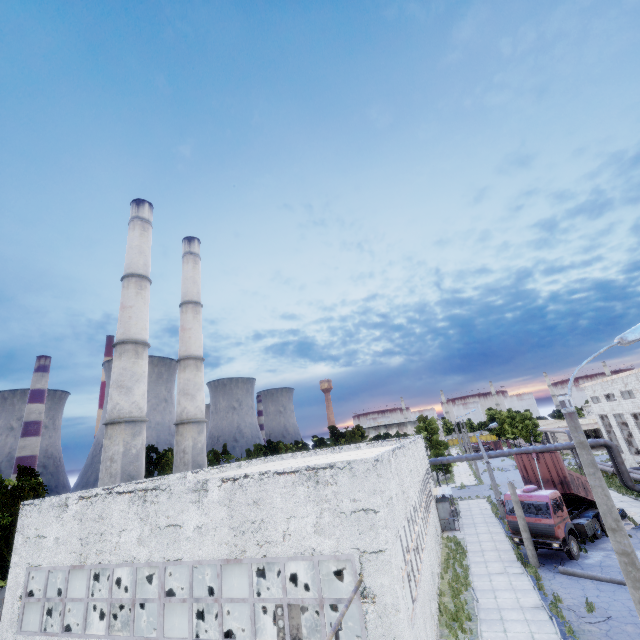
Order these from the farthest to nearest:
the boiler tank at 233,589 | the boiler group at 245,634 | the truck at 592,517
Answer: the truck at 592,517
the boiler tank at 233,589
the boiler group at 245,634

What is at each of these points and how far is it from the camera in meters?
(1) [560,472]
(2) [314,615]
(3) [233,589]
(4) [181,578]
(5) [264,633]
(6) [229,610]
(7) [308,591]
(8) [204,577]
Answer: (1) truck dump body, 22.2
(2) boiler tank, 16.0
(3) boiler tank, 16.3
(4) boiler tank, 17.6
(5) boiler group, 12.2
(6) boiler tank, 16.1
(7) boiler tank, 17.4
(8) boiler tank, 17.2

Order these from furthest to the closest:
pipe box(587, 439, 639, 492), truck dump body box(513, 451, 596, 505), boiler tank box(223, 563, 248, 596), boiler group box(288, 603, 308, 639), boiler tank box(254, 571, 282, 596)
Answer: pipe box(587, 439, 639, 492) → truck dump body box(513, 451, 596, 505) → boiler tank box(223, 563, 248, 596) → boiler tank box(254, 571, 282, 596) → boiler group box(288, 603, 308, 639)

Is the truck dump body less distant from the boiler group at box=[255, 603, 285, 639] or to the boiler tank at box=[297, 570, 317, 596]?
the boiler tank at box=[297, 570, 317, 596]

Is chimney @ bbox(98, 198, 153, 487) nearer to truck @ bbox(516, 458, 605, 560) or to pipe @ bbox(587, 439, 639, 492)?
pipe @ bbox(587, 439, 639, 492)

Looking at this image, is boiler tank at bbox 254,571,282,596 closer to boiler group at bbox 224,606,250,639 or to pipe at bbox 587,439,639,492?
boiler group at bbox 224,606,250,639

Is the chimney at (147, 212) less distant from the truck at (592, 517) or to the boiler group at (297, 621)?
the boiler group at (297, 621)
